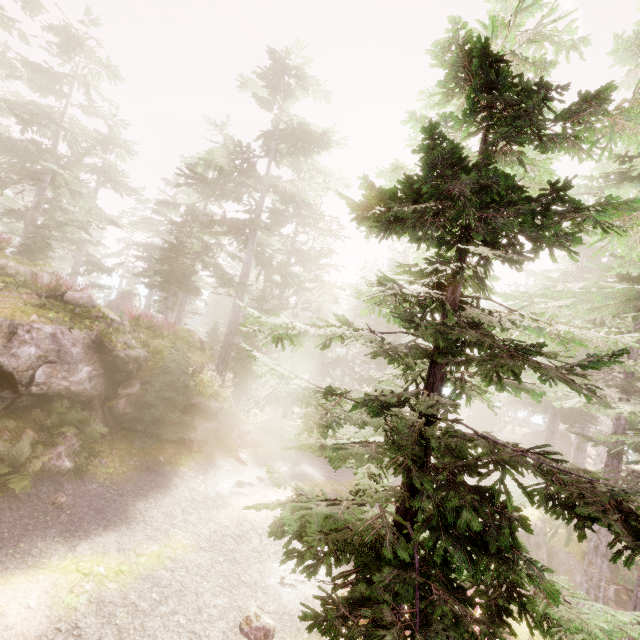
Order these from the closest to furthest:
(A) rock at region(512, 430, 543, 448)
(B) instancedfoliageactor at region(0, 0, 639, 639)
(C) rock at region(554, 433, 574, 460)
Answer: (B) instancedfoliageactor at region(0, 0, 639, 639), (C) rock at region(554, 433, 574, 460), (A) rock at region(512, 430, 543, 448)

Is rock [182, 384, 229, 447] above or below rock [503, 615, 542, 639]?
above

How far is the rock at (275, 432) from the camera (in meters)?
17.92

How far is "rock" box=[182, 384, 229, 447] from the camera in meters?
12.4

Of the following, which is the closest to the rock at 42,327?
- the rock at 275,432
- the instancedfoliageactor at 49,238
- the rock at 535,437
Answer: the instancedfoliageactor at 49,238

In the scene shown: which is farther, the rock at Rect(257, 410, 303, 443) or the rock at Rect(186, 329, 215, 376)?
the rock at Rect(257, 410, 303, 443)

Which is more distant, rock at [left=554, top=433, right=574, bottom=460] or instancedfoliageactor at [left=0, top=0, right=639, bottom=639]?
rock at [left=554, top=433, right=574, bottom=460]

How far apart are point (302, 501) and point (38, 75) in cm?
2408
